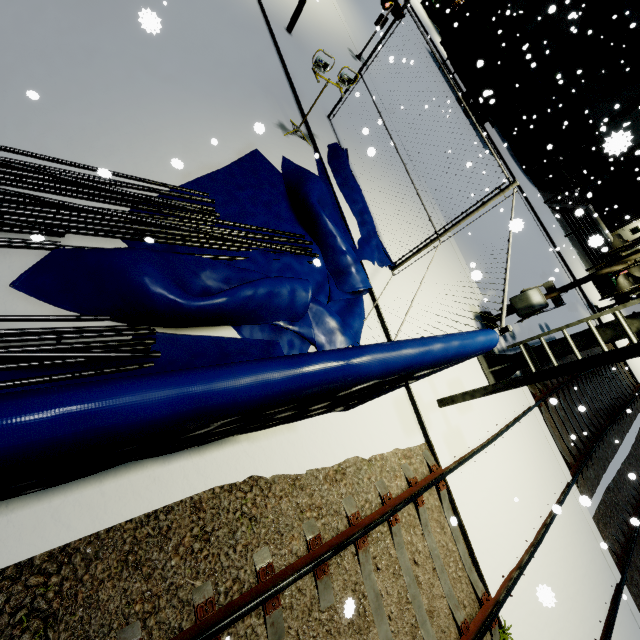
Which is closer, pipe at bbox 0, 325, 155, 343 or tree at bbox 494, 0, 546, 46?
pipe at bbox 0, 325, 155, 343

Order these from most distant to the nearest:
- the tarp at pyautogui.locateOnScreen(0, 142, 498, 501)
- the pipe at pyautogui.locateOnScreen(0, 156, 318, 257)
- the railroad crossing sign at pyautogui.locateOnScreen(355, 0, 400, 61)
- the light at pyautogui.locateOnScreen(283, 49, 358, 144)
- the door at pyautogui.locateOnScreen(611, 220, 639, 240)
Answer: the door at pyautogui.locateOnScreen(611, 220, 639, 240)
the railroad crossing sign at pyautogui.locateOnScreen(355, 0, 400, 61)
the light at pyautogui.locateOnScreen(283, 49, 358, 144)
the pipe at pyautogui.locateOnScreen(0, 156, 318, 257)
the tarp at pyautogui.locateOnScreen(0, 142, 498, 501)

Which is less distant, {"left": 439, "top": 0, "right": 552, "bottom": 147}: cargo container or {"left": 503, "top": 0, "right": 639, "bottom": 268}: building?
{"left": 439, "top": 0, "right": 552, "bottom": 147}: cargo container

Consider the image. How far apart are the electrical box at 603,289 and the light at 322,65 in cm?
2533

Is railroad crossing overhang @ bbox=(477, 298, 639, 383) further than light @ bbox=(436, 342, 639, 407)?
Yes

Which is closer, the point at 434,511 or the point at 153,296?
the point at 153,296

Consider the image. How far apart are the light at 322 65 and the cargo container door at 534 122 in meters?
19.4

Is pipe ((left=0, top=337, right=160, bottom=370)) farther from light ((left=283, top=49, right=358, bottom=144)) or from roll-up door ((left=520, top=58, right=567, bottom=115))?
roll-up door ((left=520, top=58, right=567, bottom=115))
